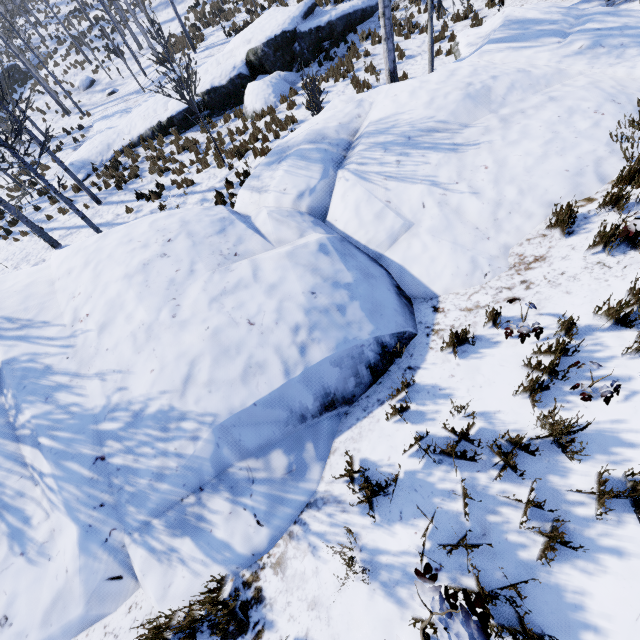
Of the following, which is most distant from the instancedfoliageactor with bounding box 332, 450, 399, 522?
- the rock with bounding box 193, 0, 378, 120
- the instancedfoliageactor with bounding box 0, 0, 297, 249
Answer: the rock with bounding box 193, 0, 378, 120

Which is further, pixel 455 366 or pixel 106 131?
pixel 106 131

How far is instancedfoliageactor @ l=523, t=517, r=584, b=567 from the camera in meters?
1.9 m

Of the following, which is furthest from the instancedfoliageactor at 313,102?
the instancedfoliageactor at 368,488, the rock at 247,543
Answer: the instancedfoliageactor at 368,488

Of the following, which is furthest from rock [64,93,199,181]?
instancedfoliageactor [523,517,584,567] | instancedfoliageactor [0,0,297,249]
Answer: instancedfoliageactor [523,517,584,567]

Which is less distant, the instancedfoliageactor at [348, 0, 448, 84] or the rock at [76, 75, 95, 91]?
the instancedfoliageactor at [348, 0, 448, 84]

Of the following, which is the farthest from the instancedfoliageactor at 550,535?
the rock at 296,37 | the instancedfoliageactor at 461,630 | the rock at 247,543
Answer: the rock at 296,37

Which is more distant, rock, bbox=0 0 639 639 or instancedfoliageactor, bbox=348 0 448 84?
instancedfoliageactor, bbox=348 0 448 84
